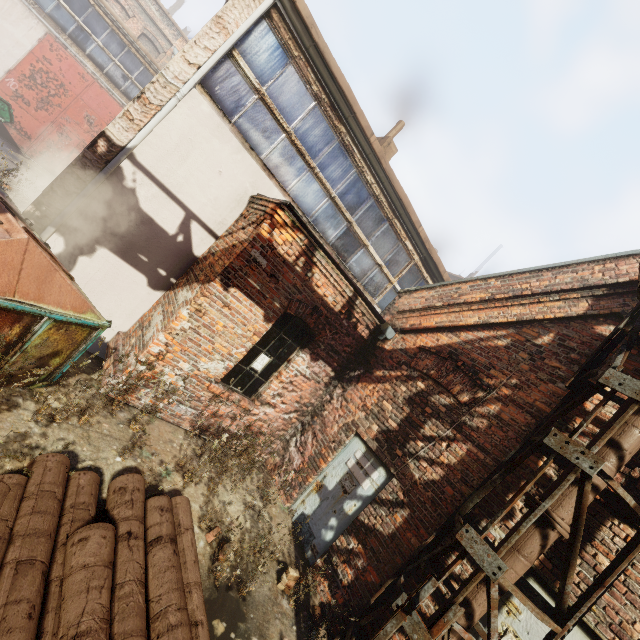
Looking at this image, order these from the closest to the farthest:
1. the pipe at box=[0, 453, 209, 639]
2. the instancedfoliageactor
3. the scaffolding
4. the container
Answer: the pipe at box=[0, 453, 209, 639] < the scaffolding < the instancedfoliageactor < the container

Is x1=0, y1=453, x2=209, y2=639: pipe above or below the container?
below

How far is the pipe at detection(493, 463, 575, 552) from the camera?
3.5m

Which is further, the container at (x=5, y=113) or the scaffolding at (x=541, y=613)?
the container at (x=5, y=113)

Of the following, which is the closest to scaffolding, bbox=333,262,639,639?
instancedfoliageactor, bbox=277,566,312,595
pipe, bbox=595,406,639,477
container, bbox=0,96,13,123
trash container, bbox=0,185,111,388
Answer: pipe, bbox=595,406,639,477

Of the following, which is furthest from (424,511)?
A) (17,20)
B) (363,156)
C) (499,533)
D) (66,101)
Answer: (17,20)

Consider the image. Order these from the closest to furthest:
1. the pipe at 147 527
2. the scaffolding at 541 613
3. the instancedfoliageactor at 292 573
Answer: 1. the pipe at 147 527
2. the scaffolding at 541 613
3. the instancedfoliageactor at 292 573

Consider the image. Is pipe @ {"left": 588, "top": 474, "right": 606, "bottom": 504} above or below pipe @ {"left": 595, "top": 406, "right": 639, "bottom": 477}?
below
